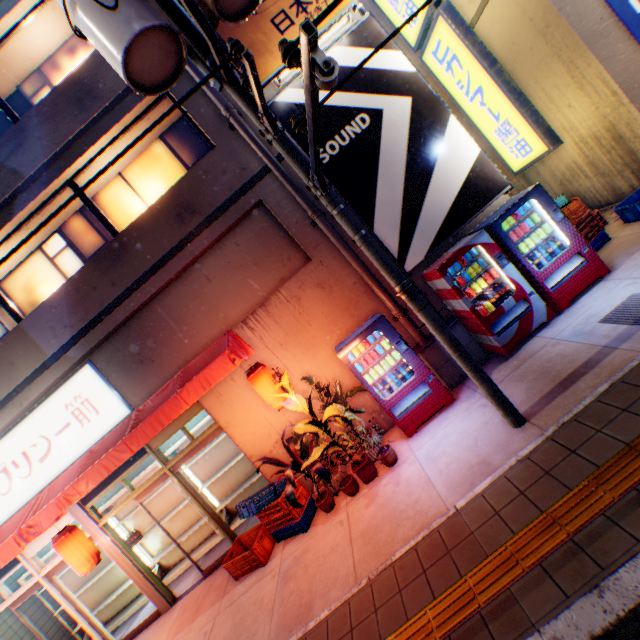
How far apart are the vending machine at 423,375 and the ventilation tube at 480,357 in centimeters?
8cm

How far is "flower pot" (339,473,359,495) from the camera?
5.6 meters

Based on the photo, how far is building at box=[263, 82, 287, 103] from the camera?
6.4m

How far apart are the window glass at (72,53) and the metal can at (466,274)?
8.5 meters

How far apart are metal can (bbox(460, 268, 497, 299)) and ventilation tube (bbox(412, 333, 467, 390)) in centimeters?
47cm

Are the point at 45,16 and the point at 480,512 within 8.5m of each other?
no

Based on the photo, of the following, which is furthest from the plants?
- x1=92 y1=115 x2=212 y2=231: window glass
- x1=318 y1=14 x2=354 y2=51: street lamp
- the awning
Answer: x1=318 y1=14 x2=354 y2=51: street lamp

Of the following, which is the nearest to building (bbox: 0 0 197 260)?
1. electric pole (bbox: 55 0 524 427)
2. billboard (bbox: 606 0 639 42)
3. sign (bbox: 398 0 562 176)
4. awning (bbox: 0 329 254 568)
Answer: awning (bbox: 0 329 254 568)
